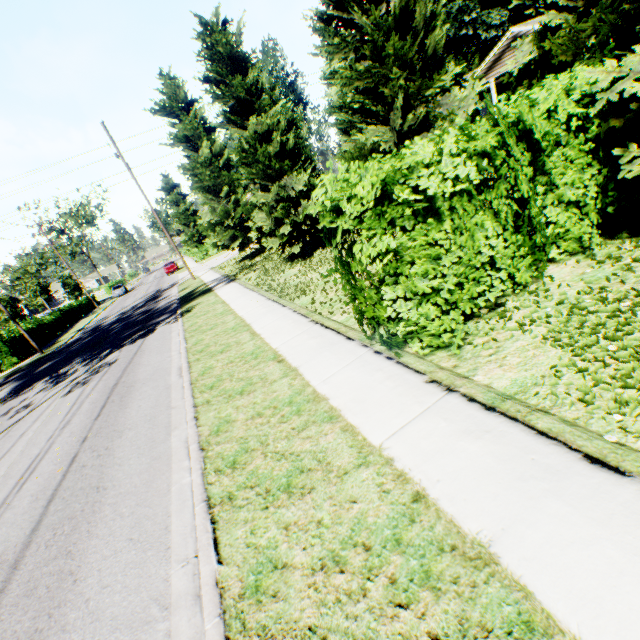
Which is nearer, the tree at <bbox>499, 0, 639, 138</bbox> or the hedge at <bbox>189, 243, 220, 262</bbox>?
the tree at <bbox>499, 0, 639, 138</bbox>

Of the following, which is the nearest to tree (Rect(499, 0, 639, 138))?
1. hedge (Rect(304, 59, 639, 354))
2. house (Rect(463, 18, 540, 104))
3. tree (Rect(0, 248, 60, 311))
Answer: hedge (Rect(304, 59, 639, 354))

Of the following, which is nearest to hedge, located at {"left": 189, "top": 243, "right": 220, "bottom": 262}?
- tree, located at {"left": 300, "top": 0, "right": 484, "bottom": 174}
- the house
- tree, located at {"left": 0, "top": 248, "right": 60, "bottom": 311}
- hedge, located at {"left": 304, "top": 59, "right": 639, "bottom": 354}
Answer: tree, located at {"left": 300, "top": 0, "right": 484, "bottom": 174}

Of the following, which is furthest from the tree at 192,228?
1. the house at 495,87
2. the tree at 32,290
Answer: the tree at 32,290

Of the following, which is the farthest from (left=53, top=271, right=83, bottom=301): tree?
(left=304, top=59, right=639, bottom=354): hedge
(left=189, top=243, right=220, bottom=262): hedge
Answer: (left=304, top=59, right=639, bottom=354): hedge

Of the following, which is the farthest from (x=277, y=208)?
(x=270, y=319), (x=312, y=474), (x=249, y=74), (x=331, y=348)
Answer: (x=312, y=474)

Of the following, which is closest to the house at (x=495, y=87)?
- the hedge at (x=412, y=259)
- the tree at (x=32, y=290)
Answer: the hedge at (x=412, y=259)

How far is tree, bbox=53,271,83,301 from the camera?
50.1m
